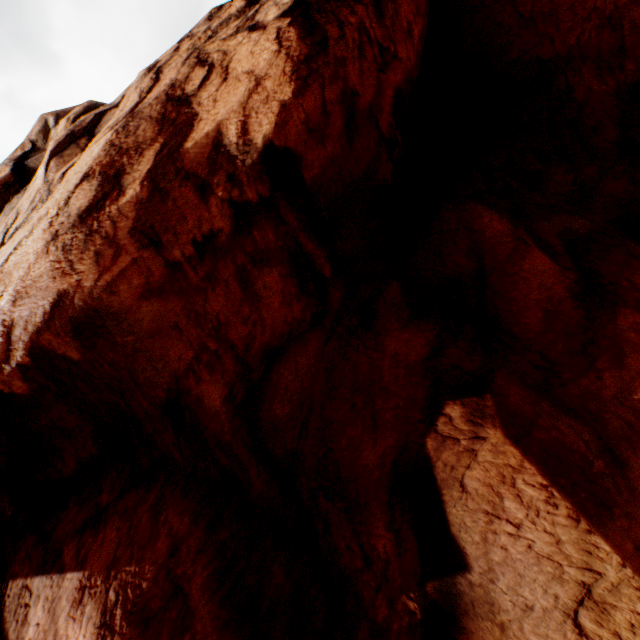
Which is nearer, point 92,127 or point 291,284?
point 291,284
